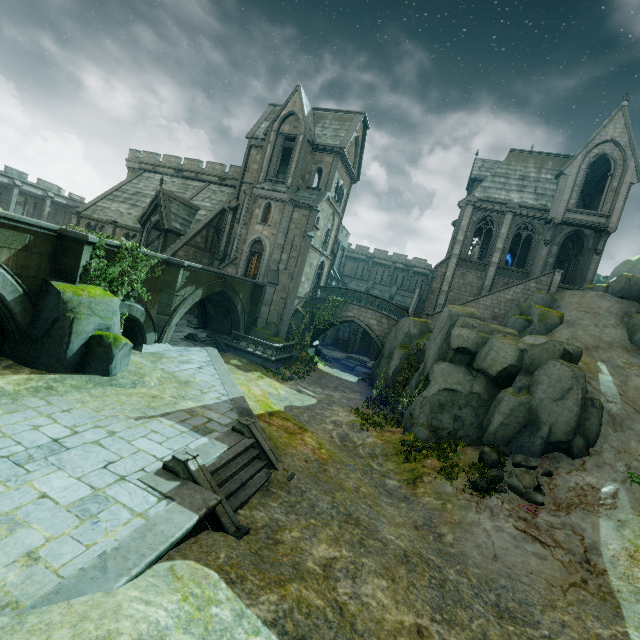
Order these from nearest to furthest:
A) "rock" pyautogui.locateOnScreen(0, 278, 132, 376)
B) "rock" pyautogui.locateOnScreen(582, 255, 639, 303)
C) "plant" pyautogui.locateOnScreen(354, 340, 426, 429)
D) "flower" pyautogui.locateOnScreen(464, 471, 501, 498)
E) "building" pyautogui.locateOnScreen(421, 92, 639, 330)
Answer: "rock" pyautogui.locateOnScreen(0, 278, 132, 376), "flower" pyautogui.locateOnScreen(464, 471, 501, 498), "plant" pyautogui.locateOnScreen(354, 340, 426, 429), "rock" pyautogui.locateOnScreen(582, 255, 639, 303), "building" pyautogui.locateOnScreen(421, 92, 639, 330)

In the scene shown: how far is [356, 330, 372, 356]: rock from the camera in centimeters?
5153cm

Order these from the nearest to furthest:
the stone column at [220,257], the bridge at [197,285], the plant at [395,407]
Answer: the bridge at [197,285], the plant at [395,407], the stone column at [220,257]

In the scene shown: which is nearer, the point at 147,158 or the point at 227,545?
the point at 227,545

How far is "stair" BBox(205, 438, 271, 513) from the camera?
8.4m

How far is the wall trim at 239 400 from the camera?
12.3m

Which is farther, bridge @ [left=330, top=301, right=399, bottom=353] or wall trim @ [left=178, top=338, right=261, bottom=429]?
bridge @ [left=330, top=301, right=399, bottom=353]

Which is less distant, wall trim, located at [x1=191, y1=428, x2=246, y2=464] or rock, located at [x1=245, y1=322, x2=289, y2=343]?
wall trim, located at [x1=191, y1=428, x2=246, y2=464]
